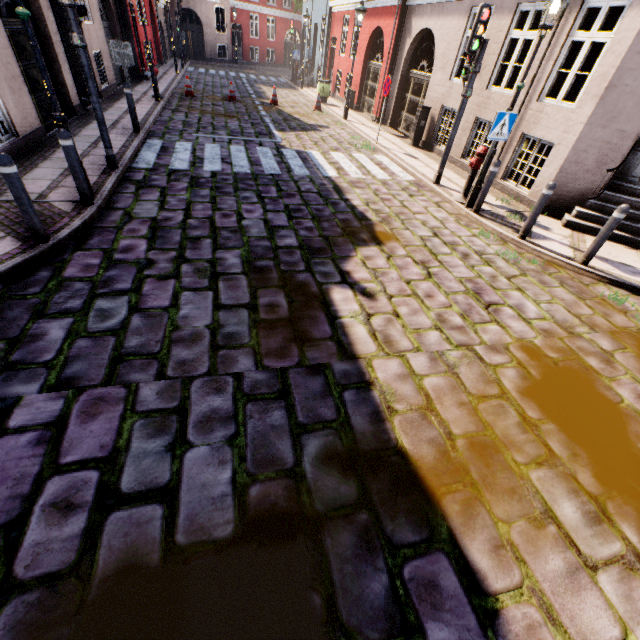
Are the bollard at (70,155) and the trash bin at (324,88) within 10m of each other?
no

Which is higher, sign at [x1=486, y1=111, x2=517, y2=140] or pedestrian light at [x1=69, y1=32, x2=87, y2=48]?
pedestrian light at [x1=69, y1=32, x2=87, y2=48]

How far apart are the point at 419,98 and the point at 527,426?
13.7 meters

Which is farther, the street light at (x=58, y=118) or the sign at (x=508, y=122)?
the sign at (x=508, y=122)

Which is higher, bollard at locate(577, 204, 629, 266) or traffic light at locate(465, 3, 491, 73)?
traffic light at locate(465, 3, 491, 73)

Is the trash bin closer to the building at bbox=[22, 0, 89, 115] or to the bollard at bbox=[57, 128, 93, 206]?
the building at bbox=[22, 0, 89, 115]

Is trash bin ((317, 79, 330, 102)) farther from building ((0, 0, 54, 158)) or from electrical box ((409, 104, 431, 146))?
electrical box ((409, 104, 431, 146))

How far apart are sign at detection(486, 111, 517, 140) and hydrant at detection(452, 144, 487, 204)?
0.49m
